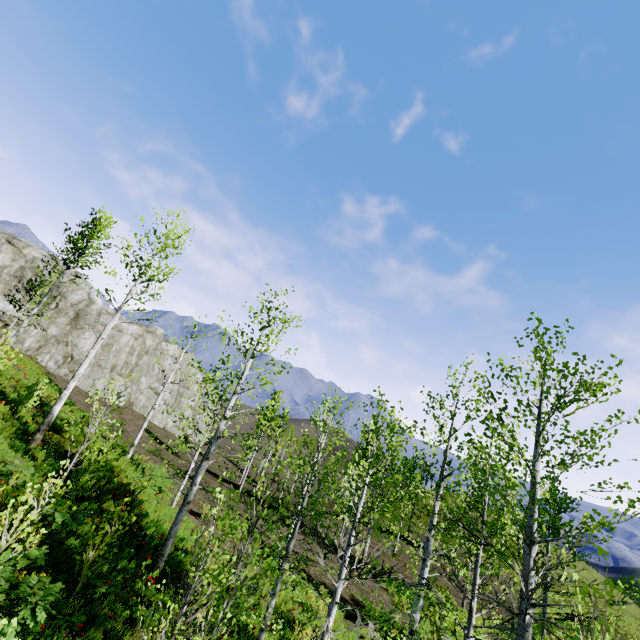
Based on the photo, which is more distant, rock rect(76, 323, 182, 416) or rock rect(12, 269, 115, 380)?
rock rect(76, 323, 182, 416)

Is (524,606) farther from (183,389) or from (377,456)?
(183,389)

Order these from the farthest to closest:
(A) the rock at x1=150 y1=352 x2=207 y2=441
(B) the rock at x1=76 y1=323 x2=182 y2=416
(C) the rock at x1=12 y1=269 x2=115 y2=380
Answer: (A) the rock at x1=150 y1=352 x2=207 y2=441, (B) the rock at x1=76 y1=323 x2=182 y2=416, (C) the rock at x1=12 y1=269 x2=115 y2=380

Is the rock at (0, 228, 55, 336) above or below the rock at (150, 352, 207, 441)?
above

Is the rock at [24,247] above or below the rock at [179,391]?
above

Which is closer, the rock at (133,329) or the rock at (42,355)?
the rock at (42,355)
